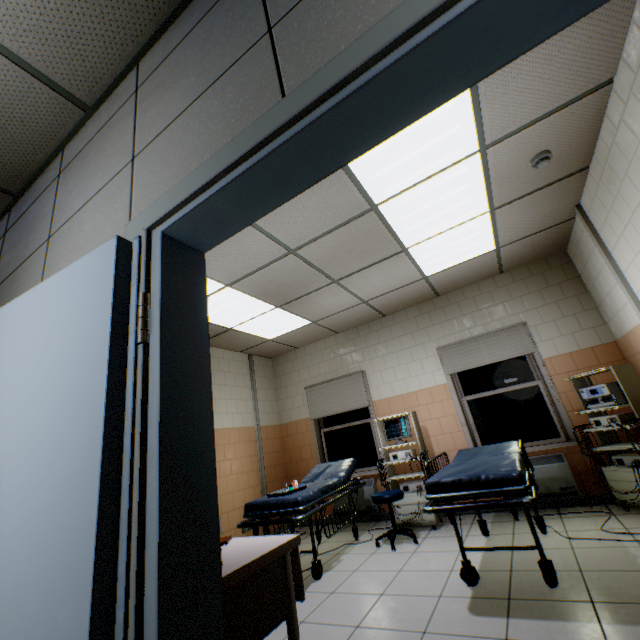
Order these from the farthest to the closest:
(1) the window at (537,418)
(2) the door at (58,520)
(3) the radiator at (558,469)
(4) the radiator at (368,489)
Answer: (4) the radiator at (368,489)
(1) the window at (537,418)
(3) the radiator at (558,469)
(2) the door at (58,520)

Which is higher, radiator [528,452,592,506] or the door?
the door

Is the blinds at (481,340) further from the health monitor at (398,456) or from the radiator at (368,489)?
the radiator at (368,489)

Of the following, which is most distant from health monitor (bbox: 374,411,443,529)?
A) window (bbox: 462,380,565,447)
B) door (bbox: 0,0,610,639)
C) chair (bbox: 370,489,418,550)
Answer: door (bbox: 0,0,610,639)

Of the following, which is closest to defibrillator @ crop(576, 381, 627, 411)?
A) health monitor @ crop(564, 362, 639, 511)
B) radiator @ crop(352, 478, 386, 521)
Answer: health monitor @ crop(564, 362, 639, 511)

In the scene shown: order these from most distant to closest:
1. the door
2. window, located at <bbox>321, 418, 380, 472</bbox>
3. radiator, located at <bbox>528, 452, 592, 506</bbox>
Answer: window, located at <bbox>321, 418, 380, 472</bbox>
radiator, located at <bbox>528, 452, 592, 506</bbox>
the door

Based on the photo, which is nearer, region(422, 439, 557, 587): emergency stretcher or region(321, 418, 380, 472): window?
region(422, 439, 557, 587): emergency stretcher

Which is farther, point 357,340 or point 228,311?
point 357,340
